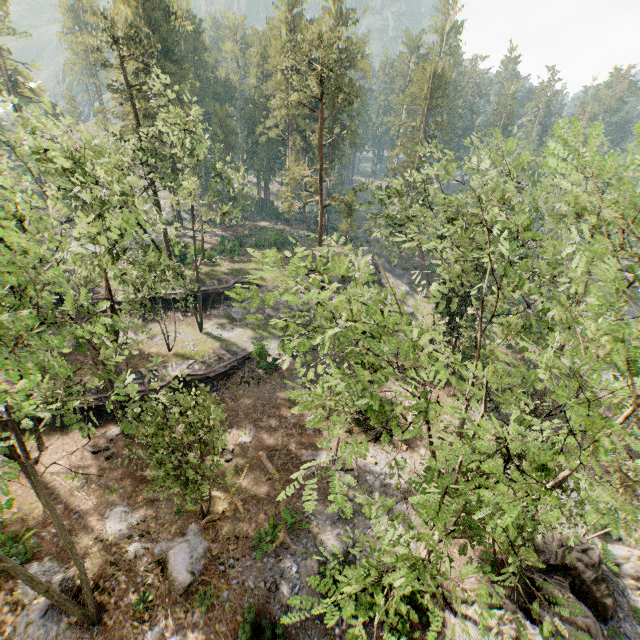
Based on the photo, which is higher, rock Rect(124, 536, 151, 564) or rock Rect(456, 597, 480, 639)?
rock Rect(456, 597, 480, 639)

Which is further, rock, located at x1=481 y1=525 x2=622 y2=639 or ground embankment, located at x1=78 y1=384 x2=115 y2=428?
ground embankment, located at x1=78 y1=384 x2=115 y2=428

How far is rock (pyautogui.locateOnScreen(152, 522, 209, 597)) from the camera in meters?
15.8 m

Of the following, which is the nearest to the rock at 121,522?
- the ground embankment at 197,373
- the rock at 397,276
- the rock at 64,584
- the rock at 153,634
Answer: the rock at 64,584

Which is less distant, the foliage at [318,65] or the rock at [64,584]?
the foliage at [318,65]

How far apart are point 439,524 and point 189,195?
39.84m

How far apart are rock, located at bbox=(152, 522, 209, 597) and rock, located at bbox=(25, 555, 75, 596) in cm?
167

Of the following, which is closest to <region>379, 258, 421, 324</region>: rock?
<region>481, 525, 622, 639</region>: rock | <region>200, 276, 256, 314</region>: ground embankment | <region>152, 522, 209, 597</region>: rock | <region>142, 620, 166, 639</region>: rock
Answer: <region>200, 276, 256, 314</region>: ground embankment
